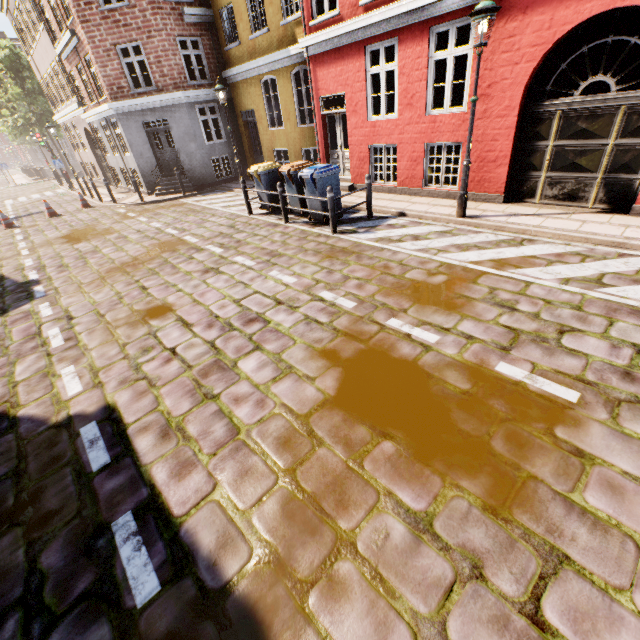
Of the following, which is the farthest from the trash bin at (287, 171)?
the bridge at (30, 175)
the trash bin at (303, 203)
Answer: the bridge at (30, 175)

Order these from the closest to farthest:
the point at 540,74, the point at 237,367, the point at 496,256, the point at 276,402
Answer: the point at 276,402
the point at 237,367
the point at 496,256
the point at 540,74

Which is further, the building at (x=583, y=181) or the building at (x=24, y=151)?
the building at (x=24, y=151)

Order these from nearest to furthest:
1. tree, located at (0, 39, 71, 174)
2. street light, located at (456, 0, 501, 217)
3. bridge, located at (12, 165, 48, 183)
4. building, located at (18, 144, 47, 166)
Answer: street light, located at (456, 0, 501, 217) < tree, located at (0, 39, 71, 174) < bridge, located at (12, 165, 48, 183) < building, located at (18, 144, 47, 166)

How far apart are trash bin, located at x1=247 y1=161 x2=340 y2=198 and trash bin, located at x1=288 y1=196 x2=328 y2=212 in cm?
37

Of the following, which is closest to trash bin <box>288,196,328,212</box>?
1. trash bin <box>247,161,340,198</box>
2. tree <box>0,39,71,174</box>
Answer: trash bin <box>247,161,340,198</box>

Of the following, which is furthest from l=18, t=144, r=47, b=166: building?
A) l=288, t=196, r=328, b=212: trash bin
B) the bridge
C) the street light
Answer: the street light

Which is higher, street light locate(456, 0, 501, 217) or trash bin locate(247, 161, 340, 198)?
street light locate(456, 0, 501, 217)
